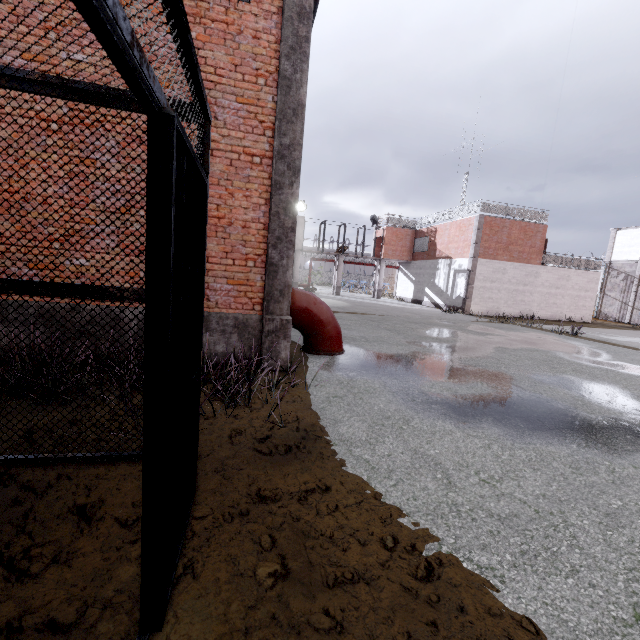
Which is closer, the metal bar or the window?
the metal bar

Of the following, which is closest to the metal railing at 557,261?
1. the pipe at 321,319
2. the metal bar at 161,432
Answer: the pipe at 321,319

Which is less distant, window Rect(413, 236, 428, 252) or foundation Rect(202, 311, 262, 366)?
foundation Rect(202, 311, 262, 366)

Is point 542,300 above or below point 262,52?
below

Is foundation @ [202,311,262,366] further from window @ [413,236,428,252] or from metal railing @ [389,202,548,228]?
window @ [413,236,428,252]

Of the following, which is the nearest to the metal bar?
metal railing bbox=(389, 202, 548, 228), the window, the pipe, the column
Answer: the column

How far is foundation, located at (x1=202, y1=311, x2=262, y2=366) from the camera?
5.7m

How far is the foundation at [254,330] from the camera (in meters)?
5.71
